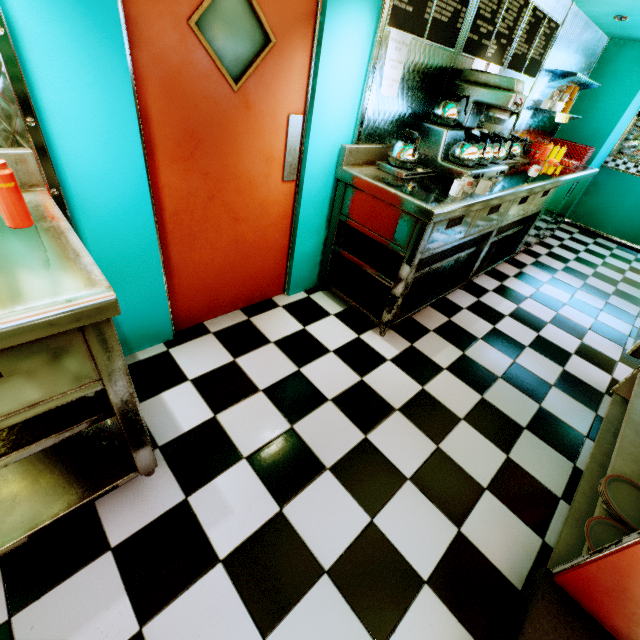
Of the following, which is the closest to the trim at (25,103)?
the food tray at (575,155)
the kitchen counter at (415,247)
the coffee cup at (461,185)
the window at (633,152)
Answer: the kitchen counter at (415,247)

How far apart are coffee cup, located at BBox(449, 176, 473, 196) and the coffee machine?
0.4 meters

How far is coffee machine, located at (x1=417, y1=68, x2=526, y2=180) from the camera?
2.49m

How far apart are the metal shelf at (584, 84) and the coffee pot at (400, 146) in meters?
3.1

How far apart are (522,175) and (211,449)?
4.0m

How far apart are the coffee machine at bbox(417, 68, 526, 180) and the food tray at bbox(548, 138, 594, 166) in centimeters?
240cm

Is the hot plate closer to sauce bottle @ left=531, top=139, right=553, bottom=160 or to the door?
the door

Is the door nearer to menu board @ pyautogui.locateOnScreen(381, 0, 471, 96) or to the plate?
menu board @ pyautogui.locateOnScreen(381, 0, 471, 96)
